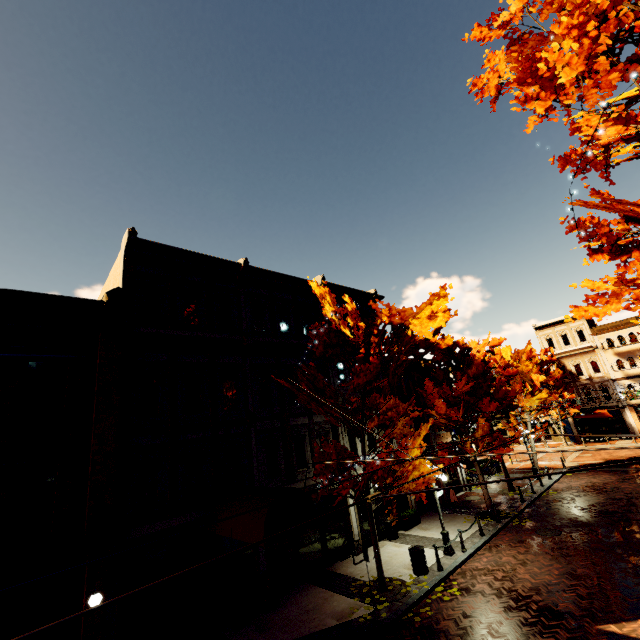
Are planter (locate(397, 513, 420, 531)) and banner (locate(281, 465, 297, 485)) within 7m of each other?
no

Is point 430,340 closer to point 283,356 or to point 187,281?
point 283,356

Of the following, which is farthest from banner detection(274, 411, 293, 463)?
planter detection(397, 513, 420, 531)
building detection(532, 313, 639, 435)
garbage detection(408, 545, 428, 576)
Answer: building detection(532, 313, 639, 435)

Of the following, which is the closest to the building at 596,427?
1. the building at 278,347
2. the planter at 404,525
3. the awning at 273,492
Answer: the building at 278,347

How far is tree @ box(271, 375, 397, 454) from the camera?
11.78m

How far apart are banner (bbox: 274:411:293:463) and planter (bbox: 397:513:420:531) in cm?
779

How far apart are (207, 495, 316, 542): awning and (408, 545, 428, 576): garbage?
4.9 meters

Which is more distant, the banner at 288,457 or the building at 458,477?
the building at 458,477
